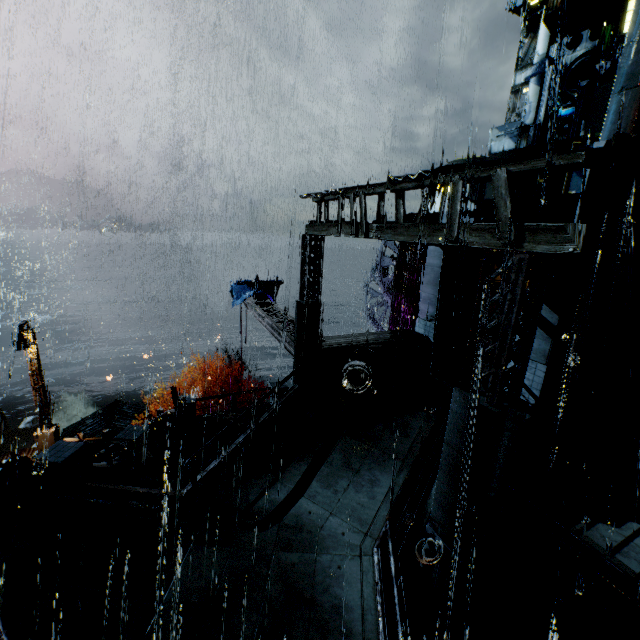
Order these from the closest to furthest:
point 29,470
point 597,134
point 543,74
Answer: point 29,470, point 597,134, point 543,74

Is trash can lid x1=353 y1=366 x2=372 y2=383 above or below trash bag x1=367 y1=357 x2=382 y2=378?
below

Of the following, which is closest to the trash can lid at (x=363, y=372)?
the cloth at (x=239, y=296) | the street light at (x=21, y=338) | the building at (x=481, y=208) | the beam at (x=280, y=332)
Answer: the building at (x=481, y=208)

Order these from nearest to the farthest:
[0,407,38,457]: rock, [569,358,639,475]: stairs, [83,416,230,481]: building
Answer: [83,416,230,481]: building → [569,358,639,475]: stairs → [0,407,38,457]: rock

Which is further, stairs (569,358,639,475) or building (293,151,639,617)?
stairs (569,358,639,475)

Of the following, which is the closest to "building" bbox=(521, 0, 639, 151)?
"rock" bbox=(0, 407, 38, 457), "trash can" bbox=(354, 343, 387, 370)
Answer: "trash can" bbox=(354, 343, 387, 370)

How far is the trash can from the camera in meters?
13.2 m

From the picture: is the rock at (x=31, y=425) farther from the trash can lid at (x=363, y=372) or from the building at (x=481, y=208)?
the trash can lid at (x=363, y=372)
